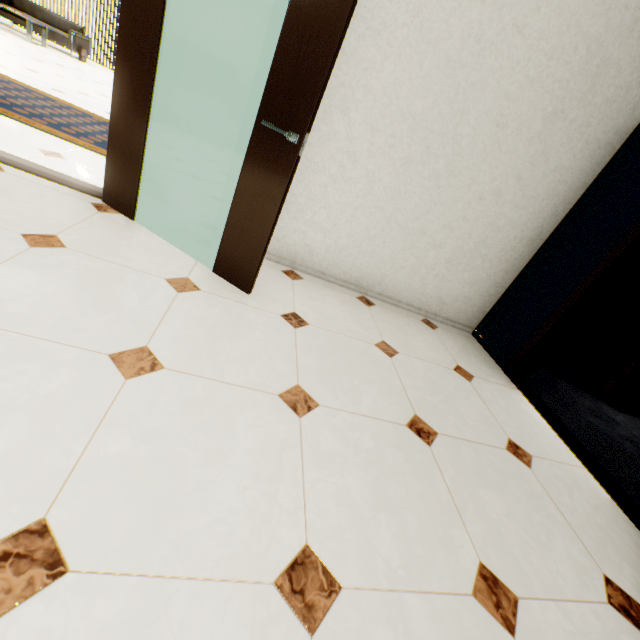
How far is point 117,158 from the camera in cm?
228

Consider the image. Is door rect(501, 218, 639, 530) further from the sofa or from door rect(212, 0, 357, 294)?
the sofa

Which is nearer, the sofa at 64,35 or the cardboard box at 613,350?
the cardboard box at 613,350

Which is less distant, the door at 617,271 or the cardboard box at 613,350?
the door at 617,271

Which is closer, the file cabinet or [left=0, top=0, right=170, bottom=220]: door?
[left=0, top=0, right=170, bottom=220]: door

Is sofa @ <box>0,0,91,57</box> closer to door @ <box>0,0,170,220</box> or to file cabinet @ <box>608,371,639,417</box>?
door @ <box>0,0,170,220</box>

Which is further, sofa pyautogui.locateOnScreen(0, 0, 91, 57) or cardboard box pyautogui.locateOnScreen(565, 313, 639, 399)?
sofa pyautogui.locateOnScreen(0, 0, 91, 57)

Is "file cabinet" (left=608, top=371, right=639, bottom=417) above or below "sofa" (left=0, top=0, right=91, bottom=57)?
below
